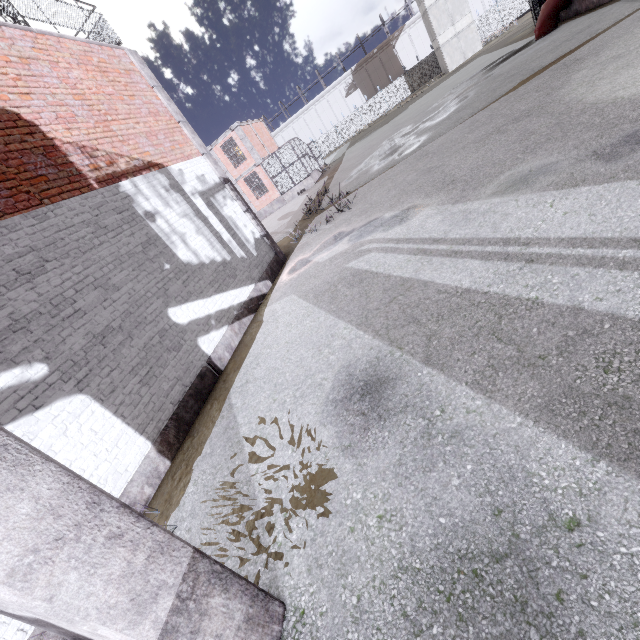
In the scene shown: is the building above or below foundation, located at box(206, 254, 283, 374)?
above

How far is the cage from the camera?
26.1 meters

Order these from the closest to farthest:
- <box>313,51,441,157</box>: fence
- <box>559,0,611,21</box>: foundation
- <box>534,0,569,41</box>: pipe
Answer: <box>559,0,611,21</box>: foundation → <box>534,0,569,41</box>: pipe → <box>313,51,441,157</box>: fence

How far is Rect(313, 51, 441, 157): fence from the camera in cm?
4453

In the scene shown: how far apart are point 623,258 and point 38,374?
6.9m

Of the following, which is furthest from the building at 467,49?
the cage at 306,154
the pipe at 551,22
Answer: the pipe at 551,22

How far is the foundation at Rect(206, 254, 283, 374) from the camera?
6.9 meters

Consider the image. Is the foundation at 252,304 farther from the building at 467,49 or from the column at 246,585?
the building at 467,49
